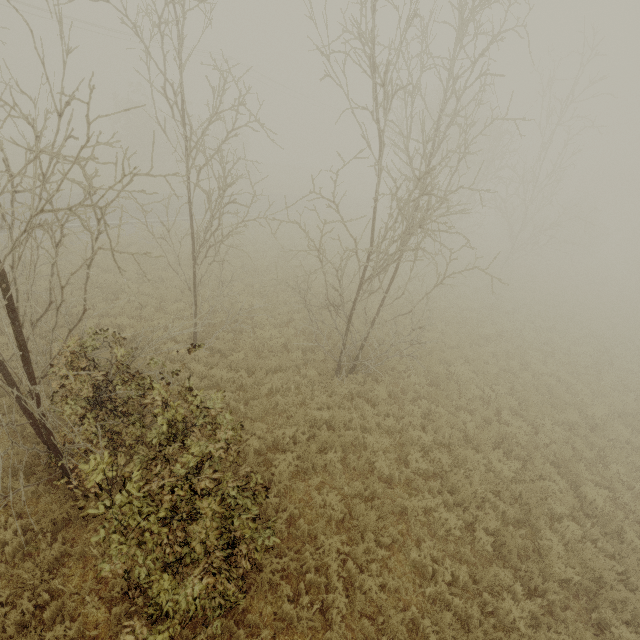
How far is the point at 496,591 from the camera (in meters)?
6.48
